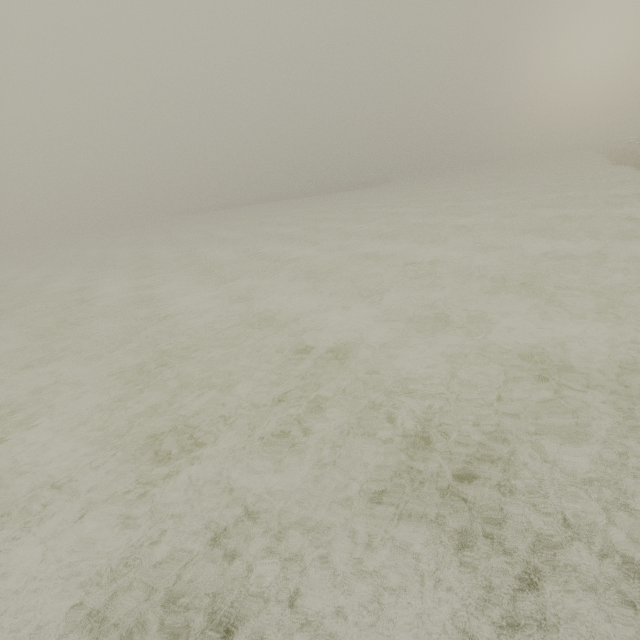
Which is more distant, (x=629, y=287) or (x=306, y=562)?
(x=629, y=287)
